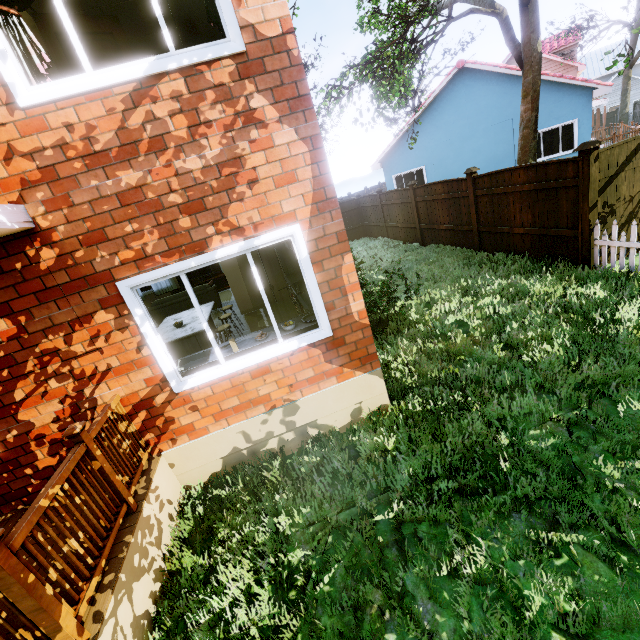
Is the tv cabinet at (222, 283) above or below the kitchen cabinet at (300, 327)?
below

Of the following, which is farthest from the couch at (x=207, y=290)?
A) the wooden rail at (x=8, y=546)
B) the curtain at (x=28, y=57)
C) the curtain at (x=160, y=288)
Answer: the curtain at (x=28, y=57)

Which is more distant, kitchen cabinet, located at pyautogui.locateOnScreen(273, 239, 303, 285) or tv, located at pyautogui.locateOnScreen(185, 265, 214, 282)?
tv, located at pyautogui.locateOnScreen(185, 265, 214, 282)

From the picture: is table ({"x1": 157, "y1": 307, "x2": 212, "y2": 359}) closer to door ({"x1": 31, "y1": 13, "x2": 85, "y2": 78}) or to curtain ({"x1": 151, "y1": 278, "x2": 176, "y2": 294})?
door ({"x1": 31, "y1": 13, "x2": 85, "y2": 78})

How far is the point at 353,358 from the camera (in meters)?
4.20

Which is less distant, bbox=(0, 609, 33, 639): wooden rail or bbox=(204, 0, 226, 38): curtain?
bbox=(0, 609, 33, 639): wooden rail

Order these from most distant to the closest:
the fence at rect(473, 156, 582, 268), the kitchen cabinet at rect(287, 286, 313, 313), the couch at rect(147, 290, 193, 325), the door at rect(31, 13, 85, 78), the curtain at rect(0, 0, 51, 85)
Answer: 1. the couch at rect(147, 290, 193, 325)
2. the fence at rect(473, 156, 582, 268)
3. the kitchen cabinet at rect(287, 286, 313, 313)
4. the door at rect(31, 13, 85, 78)
5. the curtain at rect(0, 0, 51, 85)

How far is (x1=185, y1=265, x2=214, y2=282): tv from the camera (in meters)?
12.20
